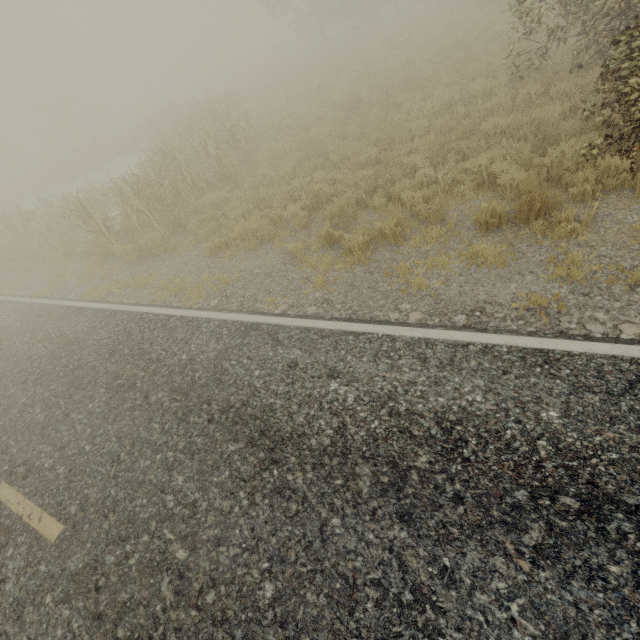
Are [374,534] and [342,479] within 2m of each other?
yes

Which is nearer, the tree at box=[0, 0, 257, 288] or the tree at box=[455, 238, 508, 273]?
the tree at box=[455, 238, 508, 273]

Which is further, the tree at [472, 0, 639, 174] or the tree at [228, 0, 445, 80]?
the tree at [228, 0, 445, 80]

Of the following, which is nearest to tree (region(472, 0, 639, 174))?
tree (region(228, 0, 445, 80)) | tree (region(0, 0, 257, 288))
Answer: tree (region(0, 0, 257, 288))

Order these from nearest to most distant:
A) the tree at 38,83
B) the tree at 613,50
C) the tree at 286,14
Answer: the tree at 613,50
the tree at 38,83
the tree at 286,14

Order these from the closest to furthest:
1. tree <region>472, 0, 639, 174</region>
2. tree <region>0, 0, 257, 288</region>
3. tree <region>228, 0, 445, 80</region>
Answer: tree <region>472, 0, 639, 174</region>, tree <region>0, 0, 257, 288</region>, tree <region>228, 0, 445, 80</region>

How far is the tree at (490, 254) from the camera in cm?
482
